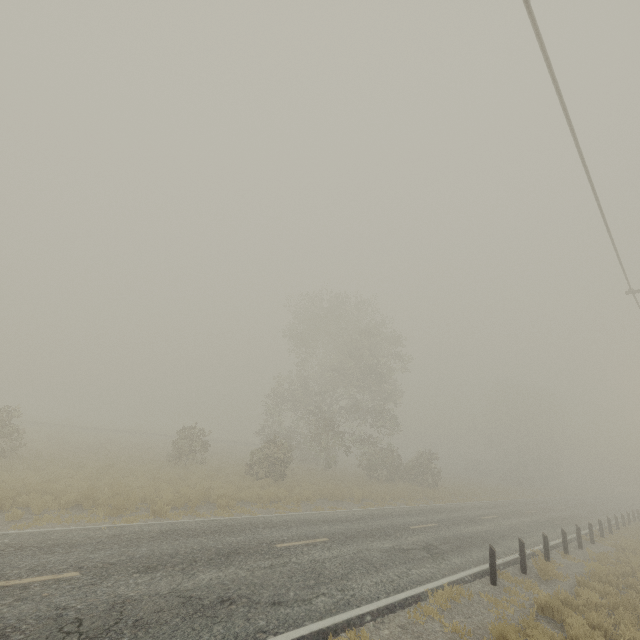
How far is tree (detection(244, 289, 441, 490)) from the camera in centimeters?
2756cm

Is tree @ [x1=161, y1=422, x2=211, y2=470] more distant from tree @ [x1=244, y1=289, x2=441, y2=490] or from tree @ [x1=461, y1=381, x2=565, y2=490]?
tree @ [x1=461, y1=381, x2=565, y2=490]

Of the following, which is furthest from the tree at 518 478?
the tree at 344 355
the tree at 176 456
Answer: the tree at 176 456

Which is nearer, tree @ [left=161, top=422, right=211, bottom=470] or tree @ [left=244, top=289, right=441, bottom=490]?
tree @ [left=161, top=422, right=211, bottom=470]

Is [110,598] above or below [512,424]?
below

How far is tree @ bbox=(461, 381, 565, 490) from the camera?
46.97m

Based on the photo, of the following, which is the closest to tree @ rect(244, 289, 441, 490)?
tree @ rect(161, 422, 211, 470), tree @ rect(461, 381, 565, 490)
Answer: tree @ rect(161, 422, 211, 470)

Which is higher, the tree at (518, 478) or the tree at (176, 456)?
the tree at (518, 478)
